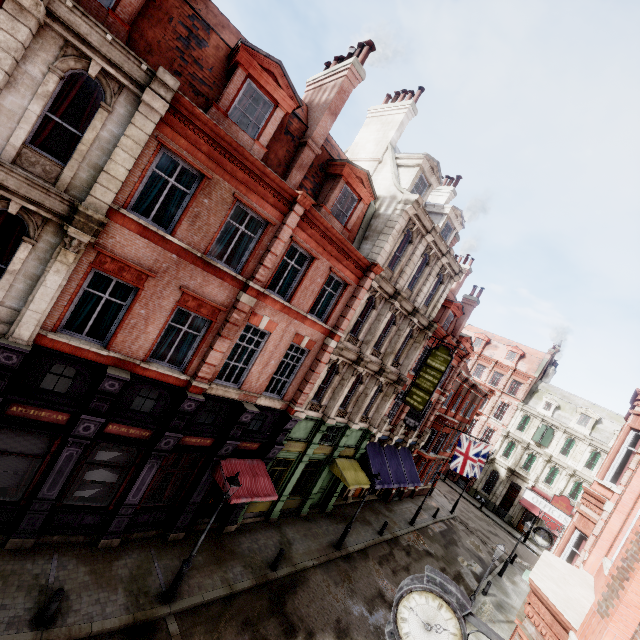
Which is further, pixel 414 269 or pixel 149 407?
pixel 414 269

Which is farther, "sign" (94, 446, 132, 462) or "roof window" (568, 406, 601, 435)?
"roof window" (568, 406, 601, 435)

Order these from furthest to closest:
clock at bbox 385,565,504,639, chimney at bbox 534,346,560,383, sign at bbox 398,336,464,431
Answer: chimney at bbox 534,346,560,383 → sign at bbox 398,336,464,431 → clock at bbox 385,565,504,639

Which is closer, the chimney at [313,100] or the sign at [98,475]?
the sign at [98,475]

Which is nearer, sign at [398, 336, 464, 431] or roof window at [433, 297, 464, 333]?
sign at [398, 336, 464, 431]

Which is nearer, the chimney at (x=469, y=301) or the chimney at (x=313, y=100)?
the chimney at (x=313, y=100)

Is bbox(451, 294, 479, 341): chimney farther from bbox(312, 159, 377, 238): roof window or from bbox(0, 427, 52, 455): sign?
bbox(0, 427, 52, 455): sign

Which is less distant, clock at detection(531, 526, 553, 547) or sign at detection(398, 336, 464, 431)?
clock at detection(531, 526, 553, 547)
